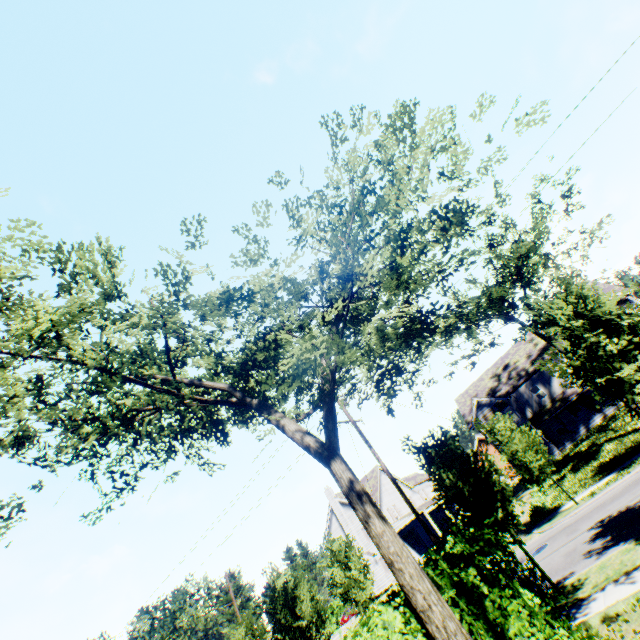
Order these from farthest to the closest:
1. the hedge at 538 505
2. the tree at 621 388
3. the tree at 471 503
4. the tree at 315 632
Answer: the hedge at 538 505 < the tree at 315 632 < the tree at 471 503 < the tree at 621 388

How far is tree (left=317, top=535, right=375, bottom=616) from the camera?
24.2m

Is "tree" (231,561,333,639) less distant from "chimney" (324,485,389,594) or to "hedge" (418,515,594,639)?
"hedge" (418,515,594,639)

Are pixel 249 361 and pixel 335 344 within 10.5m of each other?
yes

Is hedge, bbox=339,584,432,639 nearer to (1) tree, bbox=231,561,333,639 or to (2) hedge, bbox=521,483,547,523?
(1) tree, bbox=231,561,333,639

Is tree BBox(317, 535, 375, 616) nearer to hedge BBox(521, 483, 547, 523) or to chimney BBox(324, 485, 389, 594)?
hedge BBox(521, 483, 547, 523)

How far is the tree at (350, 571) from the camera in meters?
24.2 m

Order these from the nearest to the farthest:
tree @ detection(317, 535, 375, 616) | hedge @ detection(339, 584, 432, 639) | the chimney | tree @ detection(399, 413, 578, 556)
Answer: hedge @ detection(339, 584, 432, 639) → tree @ detection(399, 413, 578, 556) → tree @ detection(317, 535, 375, 616) → the chimney
